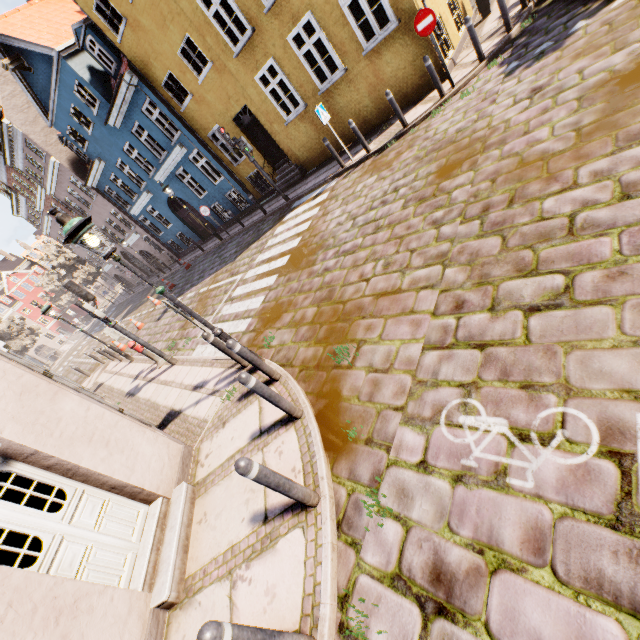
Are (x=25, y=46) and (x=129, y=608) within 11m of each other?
no

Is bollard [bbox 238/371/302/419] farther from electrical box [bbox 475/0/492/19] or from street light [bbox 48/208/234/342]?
electrical box [bbox 475/0/492/19]

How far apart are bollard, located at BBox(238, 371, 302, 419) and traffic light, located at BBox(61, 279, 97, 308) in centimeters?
659cm

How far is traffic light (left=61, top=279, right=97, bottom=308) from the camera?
8.1 meters

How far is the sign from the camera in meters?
7.7 m

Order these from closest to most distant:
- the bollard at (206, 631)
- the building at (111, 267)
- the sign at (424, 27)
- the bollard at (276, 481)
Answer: the bollard at (206, 631) < the bollard at (276, 481) < the sign at (424, 27) < the building at (111, 267)

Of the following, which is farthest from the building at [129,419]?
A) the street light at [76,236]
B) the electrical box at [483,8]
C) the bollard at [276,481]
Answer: the bollard at [276,481]

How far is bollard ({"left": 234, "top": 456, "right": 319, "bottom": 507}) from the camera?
3.0m
